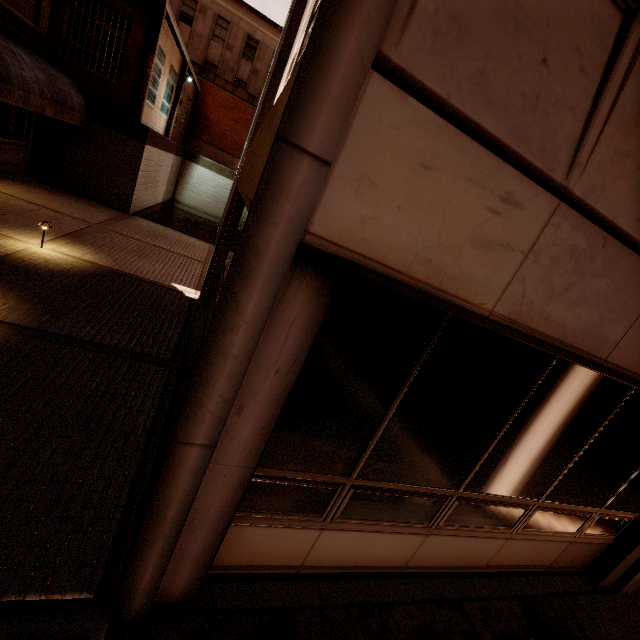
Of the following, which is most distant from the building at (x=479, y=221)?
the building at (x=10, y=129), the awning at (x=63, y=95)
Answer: the building at (x=10, y=129)

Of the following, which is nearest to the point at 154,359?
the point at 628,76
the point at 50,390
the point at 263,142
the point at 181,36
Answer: the point at 50,390

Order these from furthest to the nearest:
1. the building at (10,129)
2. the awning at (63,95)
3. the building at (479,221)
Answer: the building at (10,129) < the awning at (63,95) < the building at (479,221)

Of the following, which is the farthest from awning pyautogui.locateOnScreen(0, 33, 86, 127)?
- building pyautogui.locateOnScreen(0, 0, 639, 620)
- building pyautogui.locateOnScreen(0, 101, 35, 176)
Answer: building pyautogui.locateOnScreen(0, 0, 639, 620)

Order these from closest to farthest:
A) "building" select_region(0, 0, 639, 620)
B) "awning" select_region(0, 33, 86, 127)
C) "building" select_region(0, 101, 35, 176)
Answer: "building" select_region(0, 0, 639, 620), "awning" select_region(0, 33, 86, 127), "building" select_region(0, 101, 35, 176)

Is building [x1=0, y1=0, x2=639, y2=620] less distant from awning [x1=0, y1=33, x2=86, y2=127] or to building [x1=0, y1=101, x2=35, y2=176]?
awning [x1=0, y1=33, x2=86, y2=127]
